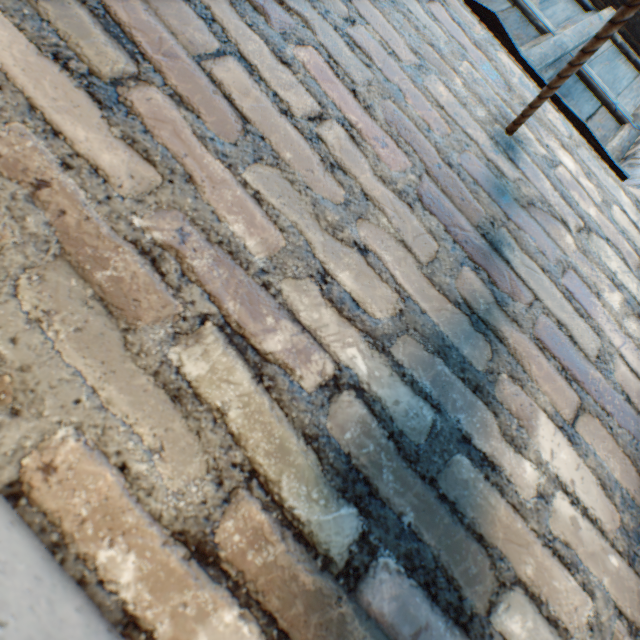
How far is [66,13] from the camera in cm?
50
